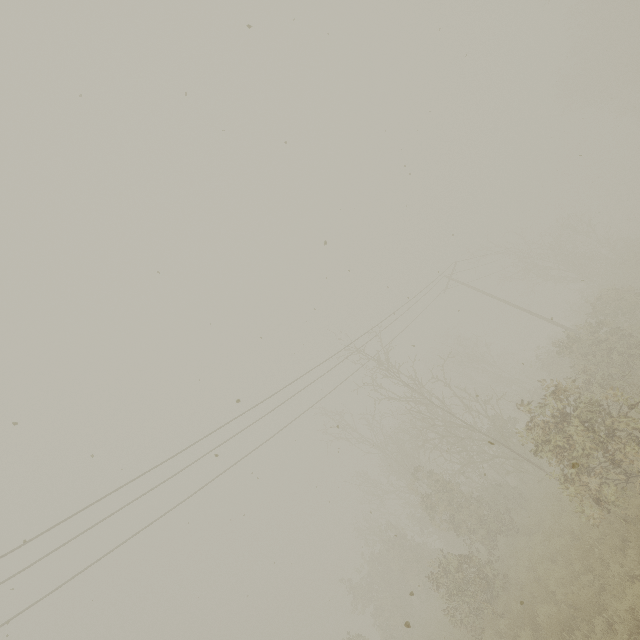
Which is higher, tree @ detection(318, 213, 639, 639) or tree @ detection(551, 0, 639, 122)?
tree @ detection(551, 0, 639, 122)

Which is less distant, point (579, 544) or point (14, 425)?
point (14, 425)

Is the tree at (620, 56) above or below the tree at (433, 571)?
above

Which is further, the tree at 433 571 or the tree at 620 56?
the tree at 620 56

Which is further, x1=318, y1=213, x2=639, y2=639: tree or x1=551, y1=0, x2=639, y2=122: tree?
x1=551, y1=0, x2=639, y2=122: tree
